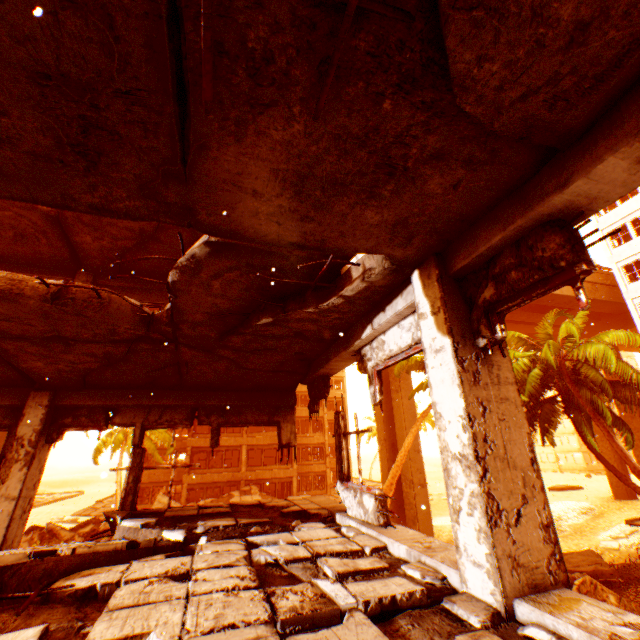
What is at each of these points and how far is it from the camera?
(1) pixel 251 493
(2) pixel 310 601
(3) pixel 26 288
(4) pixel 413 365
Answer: (1) floor rubble, 27.9m
(2) floor rubble, 2.2m
(3) floor rubble, 3.9m
(4) rubble, 16.8m

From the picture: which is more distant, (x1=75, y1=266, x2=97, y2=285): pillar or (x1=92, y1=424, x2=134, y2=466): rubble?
(x1=92, y1=424, x2=134, y2=466): rubble

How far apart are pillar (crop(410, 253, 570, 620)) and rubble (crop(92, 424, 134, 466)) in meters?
23.6

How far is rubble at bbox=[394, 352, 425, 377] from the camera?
16.2 meters

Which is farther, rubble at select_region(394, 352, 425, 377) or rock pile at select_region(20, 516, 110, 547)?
rubble at select_region(394, 352, 425, 377)

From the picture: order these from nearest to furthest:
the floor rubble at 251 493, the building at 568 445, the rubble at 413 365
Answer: the rubble at 413 365
the floor rubble at 251 493
the building at 568 445

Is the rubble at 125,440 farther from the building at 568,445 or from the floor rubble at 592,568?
the building at 568,445

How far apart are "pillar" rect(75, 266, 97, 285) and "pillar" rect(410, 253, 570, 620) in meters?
6.4 m
